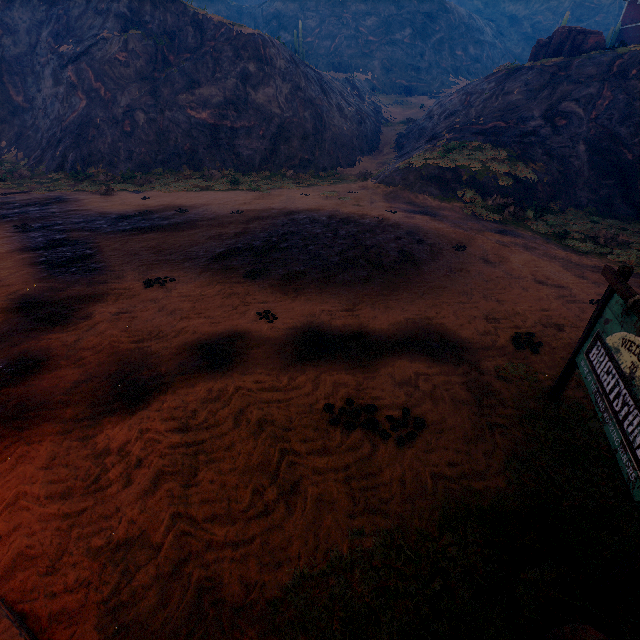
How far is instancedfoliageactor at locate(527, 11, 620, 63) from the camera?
22.5 meters

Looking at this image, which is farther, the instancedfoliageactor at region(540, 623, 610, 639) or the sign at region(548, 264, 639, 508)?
the sign at region(548, 264, 639, 508)

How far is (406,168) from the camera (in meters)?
20.38

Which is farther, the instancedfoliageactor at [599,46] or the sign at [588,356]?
the instancedfoliageactor at [599,46]

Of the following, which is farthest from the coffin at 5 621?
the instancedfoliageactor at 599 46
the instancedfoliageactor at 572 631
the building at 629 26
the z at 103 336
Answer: the instancedfoliageactor at 599 46

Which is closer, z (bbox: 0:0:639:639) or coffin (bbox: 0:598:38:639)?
coffin (bbox: 0:598:38:639)

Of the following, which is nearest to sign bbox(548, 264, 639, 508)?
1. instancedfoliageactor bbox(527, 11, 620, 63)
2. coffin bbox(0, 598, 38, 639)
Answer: coffin bbox(0, 598, 38, 639)

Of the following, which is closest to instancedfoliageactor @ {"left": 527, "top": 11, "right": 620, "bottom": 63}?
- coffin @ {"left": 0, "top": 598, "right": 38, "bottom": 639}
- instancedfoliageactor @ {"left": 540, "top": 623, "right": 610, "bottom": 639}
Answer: instancedfoliageactor @ {"left": 540, "top": 623, "right": 610, "bottom": 639}
